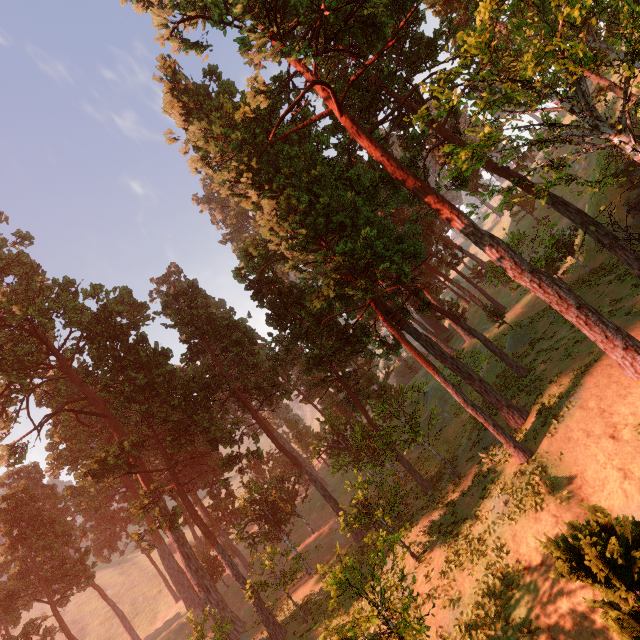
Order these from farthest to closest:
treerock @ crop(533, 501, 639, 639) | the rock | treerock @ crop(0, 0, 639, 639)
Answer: the rock
treerock @ crop(0, 0, 639, 639)
treerock @ crop(533, 501, 639, 639)

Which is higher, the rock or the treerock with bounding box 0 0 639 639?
the treerock with bounding box 0 0 639 639

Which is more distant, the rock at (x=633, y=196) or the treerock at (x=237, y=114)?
the rock at (x=633, y=196)

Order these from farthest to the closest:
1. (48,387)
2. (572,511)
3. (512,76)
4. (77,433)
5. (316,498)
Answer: (316,498), (48,387), (77,433), (512,76), (572,511)

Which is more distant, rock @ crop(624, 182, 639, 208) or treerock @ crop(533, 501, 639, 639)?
rock @ crop(624, 182, 639, 208)

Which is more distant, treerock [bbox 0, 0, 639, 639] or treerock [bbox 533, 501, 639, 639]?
treerock [bbox 0, 0, 639, 639]

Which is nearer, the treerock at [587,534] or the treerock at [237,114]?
the treerock at [587,534]
